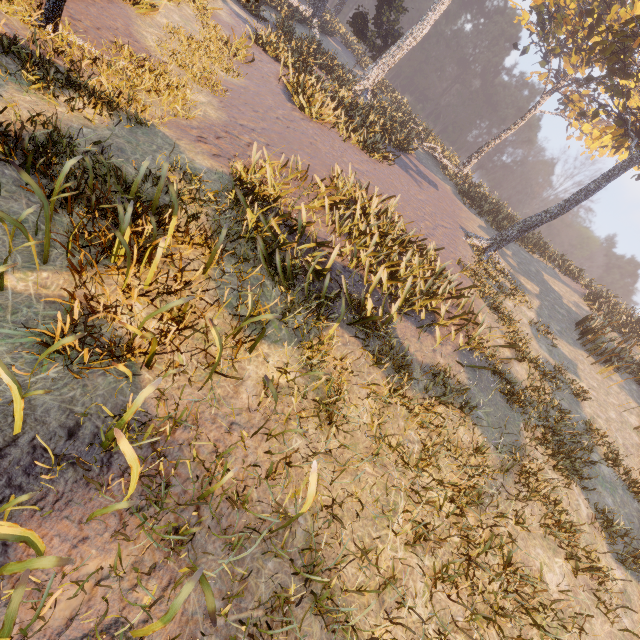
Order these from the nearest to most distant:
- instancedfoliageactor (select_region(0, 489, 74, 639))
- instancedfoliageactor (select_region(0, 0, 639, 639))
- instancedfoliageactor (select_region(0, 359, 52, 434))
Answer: instancedfoliageactor (select_region(0, 489, 74, 639))
instancedfoliageactor (select_region(0, 359, 52, 434))
instancedfoliageactor (select_region(0, 0, 639, 639))

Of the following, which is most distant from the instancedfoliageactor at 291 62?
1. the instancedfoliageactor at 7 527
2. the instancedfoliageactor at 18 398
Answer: the instancedfoliageactor at 7 527

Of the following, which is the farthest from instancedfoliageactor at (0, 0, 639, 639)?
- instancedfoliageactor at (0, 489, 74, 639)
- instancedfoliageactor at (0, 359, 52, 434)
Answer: instancedfoliageactor at (0, 489, 74, 639)

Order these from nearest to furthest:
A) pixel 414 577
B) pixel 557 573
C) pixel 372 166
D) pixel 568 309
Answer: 1. pixel 414 577
2. pixel 557 573
3. pixel 372 166
4. pixel 568 309

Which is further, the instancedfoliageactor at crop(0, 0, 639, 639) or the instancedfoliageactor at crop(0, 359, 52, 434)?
the instancedfoliageactor at crop(0, 0, 639, 639)

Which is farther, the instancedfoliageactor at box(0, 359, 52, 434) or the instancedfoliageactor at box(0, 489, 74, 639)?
the instancedfoliageactor at box(0, 359, 52, 434)

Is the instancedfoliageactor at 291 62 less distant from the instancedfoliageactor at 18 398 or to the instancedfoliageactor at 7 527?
the instancedfoliageactor at 18 398
